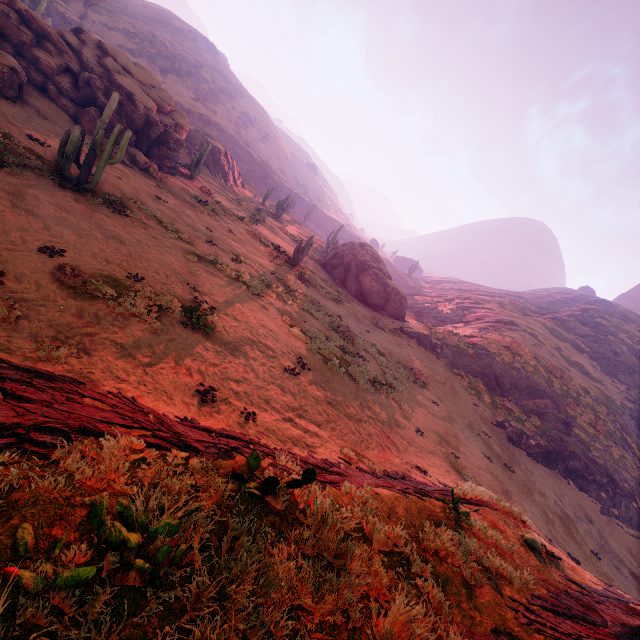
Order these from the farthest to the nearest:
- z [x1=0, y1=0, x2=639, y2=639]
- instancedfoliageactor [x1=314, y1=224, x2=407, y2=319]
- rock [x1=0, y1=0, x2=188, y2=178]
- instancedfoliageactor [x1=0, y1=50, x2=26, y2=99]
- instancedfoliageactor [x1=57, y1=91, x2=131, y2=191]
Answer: instancedfoliageactor [x1=314, y1=224, x2=407, y2=319]
rock [x1=0, y1=0, x2=188, y2=178]
instancedfoliageactor [x1=0, y1=50, x2=26, y2=99]
instancedfoliageactor [x1=57, y1=91, x2=131, y2=191]
z [x1=0, y1=0, x2=639, y2=639]

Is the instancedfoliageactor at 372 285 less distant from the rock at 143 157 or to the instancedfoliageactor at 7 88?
the rock at 143 157

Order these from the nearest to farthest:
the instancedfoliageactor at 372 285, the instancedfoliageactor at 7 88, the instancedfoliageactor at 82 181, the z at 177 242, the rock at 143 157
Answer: the z at 177 242, the instancedfoliageactor at 82 181, the instancedfoliageactor at 7 88, the rock at 143 157, the instancedfoliageactor at 372 285

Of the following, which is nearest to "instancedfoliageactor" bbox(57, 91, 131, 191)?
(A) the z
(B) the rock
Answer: (A) the z

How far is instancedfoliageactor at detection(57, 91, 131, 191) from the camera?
12.0 meters

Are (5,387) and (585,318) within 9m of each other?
no

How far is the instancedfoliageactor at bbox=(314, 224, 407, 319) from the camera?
32.2m

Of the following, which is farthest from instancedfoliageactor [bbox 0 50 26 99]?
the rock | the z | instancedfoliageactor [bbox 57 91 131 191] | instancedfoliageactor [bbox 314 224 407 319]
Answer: instancedfoliageactor [bbox 314 224 407 319]
